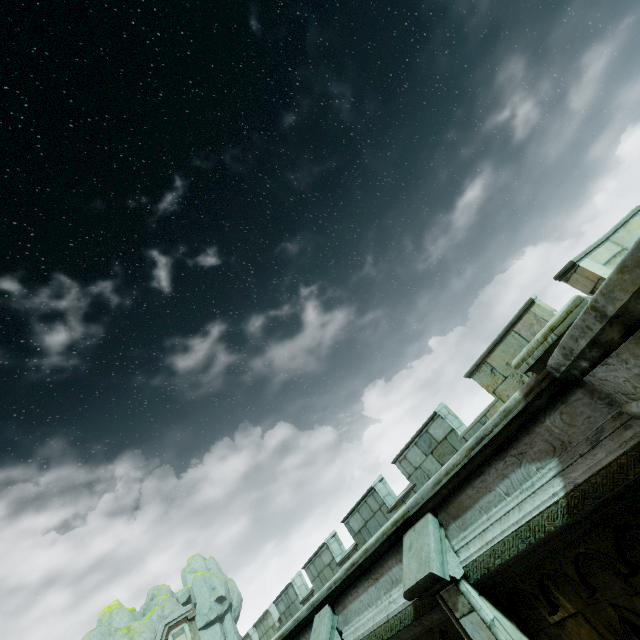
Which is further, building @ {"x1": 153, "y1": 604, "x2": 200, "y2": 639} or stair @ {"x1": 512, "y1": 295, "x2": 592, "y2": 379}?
building @ {"x1": 153, "y1": 604, "x2": 200, "y2": 639}

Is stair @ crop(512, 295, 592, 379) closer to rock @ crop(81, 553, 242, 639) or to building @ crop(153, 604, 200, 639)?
building @ crop(153, 604, 200, 639)

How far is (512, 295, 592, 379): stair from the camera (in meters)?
3.17

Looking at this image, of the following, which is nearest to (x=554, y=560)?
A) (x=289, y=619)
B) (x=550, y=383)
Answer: (x=550, y=383)

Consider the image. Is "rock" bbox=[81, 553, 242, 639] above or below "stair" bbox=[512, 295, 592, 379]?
above

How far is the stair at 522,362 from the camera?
3.17m

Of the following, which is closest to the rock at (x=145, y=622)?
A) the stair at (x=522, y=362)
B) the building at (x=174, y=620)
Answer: the building at (x=174, y=620)
